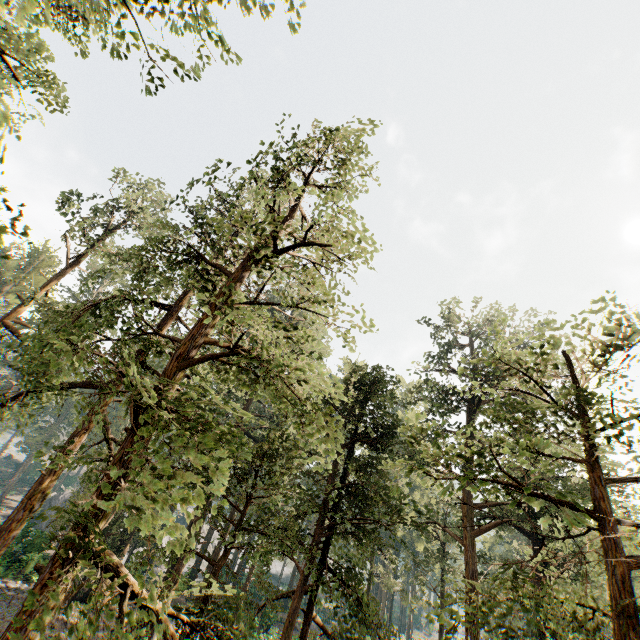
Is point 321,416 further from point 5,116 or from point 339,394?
point 5,116

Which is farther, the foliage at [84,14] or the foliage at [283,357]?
the foliage at [283,357]

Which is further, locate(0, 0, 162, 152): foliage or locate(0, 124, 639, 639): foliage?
locate(0, 124, 639, 639): foliage
